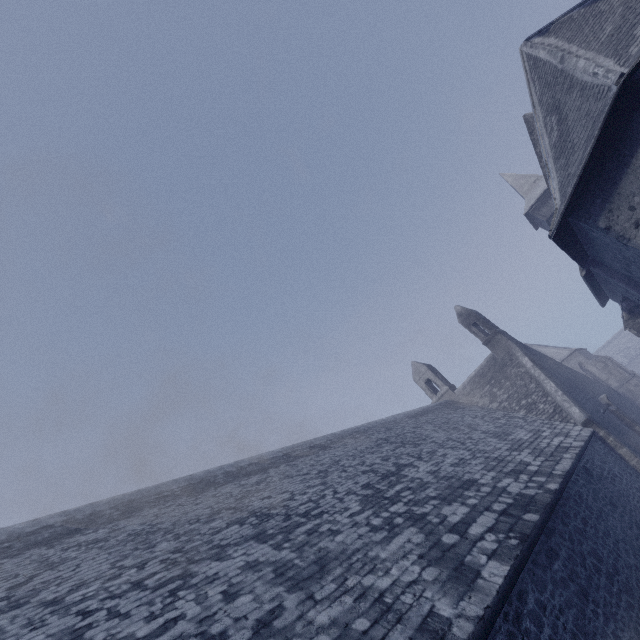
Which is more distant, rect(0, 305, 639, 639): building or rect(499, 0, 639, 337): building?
rect(499, 0, 639, 337): building

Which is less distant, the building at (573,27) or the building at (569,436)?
the building at (569,436)

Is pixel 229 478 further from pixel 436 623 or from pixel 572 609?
pixel 572 609
